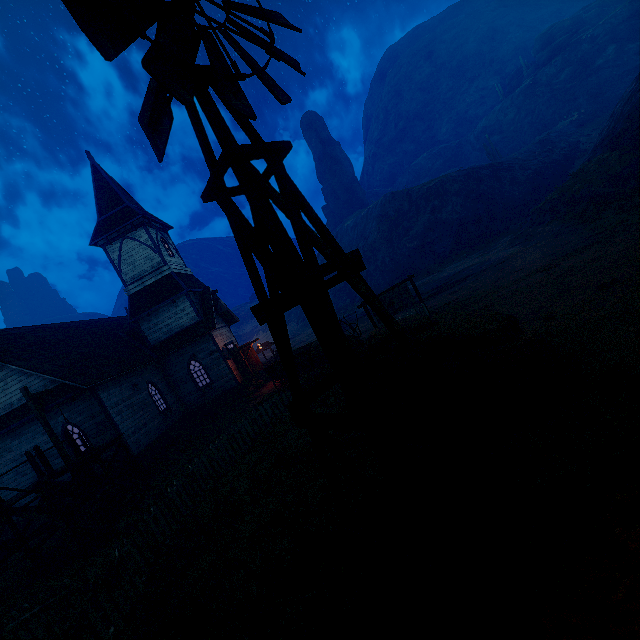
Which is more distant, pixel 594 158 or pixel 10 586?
pixel 594 158

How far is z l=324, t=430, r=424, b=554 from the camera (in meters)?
4.46

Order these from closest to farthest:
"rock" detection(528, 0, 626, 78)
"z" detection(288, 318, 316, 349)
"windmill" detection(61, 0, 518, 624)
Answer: "windmill" detection(61, 0, 518, 624) < "z" detection(288, 318, 316, 349) < "rock" detection(528, 0, 626, 78)

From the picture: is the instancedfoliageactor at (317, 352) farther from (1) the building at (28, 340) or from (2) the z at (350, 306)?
(1) the building at (28, 340)

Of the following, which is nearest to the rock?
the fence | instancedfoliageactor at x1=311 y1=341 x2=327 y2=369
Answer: the fence

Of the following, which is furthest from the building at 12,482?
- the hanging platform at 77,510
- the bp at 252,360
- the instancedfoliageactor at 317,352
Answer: the instancedfoliageactor at 317,352

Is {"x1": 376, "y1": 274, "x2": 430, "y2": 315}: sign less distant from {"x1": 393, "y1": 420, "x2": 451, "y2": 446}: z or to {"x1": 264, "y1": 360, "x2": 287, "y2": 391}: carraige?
{"x1": 393, "y1": 420, "x2": 451, "y2": 446}: z

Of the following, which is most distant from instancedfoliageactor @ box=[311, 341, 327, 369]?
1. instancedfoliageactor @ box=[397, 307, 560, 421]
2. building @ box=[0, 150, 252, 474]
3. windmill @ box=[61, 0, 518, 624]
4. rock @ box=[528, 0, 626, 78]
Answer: rock @ box=[528, 0, 626, 78]
